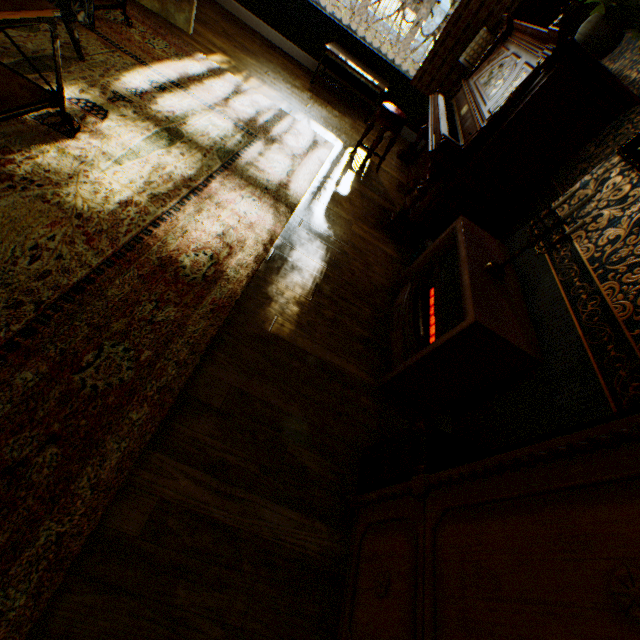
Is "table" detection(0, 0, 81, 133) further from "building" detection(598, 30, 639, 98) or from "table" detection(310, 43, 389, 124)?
"table" detection(310, 43, 389, 124)

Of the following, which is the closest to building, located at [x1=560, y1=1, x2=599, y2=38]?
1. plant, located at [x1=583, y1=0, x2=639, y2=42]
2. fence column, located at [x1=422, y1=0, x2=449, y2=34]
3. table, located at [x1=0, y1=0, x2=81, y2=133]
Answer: plant, located at [x1=583, y1=0, x2=639, y2=42]

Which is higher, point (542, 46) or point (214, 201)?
point (542, 46)

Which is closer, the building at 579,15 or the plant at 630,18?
the plant at 630,18

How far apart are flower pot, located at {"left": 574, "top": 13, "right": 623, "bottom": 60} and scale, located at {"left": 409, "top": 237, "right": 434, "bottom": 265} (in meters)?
1.86

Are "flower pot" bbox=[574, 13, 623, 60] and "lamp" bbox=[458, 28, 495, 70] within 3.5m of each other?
yes

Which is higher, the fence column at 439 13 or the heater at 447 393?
the fence column at 439 13

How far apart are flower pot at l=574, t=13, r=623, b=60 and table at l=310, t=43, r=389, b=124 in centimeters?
287cm
